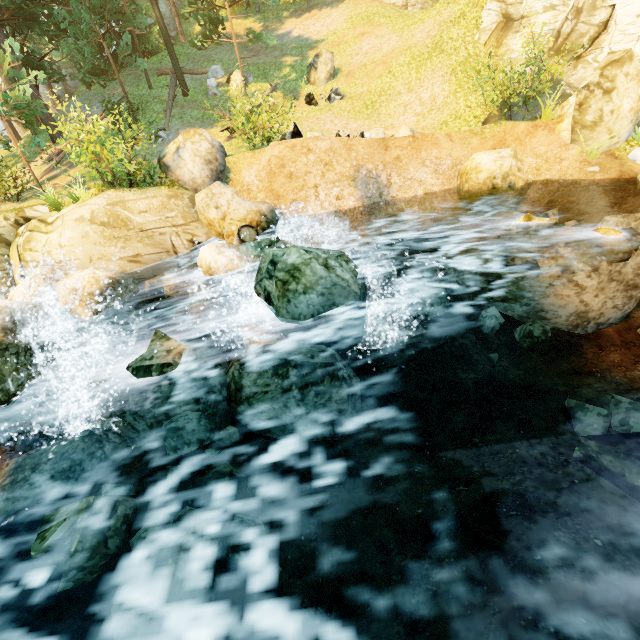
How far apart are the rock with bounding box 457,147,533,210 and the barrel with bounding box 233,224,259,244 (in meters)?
6.90

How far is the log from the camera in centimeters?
1583cm

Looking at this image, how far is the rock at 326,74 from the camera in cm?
1759

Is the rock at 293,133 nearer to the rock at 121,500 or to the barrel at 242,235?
the rock at 121,500

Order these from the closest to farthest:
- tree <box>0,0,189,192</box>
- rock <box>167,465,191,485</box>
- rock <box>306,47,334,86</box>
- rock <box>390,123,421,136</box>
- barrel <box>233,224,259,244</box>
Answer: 1. rock <box>167,465,191,485</box>
2. barrel <box>233,224,259,244</box>
3. tree <box>0,0,189,192</box>
4. rock <box>390,123,421,136</box>
5. rock <box>306,47,334,86</box>

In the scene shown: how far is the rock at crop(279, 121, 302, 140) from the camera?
10.2 meters

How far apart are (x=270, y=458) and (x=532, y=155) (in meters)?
12.28

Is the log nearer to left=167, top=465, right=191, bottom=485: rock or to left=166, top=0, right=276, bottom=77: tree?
left=166, top=0, right=276, bottom=77: tree
